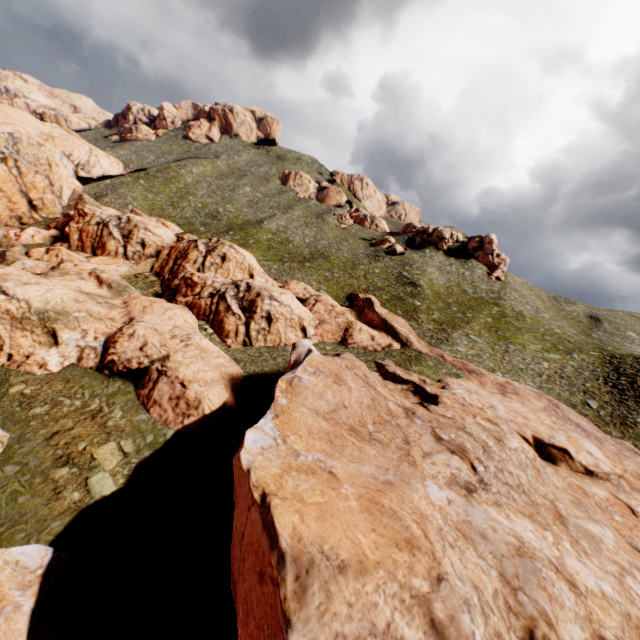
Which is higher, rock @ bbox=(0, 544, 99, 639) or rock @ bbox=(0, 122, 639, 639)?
rock @ bbox=(0, 122, 639, 639)

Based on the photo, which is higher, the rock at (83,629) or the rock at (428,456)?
the rock at (428,456)

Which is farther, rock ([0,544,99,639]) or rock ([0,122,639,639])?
rock ([0,544,99,639])

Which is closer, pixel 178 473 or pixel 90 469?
pixel 90 469

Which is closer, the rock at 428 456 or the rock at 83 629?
the rock at 428 456
